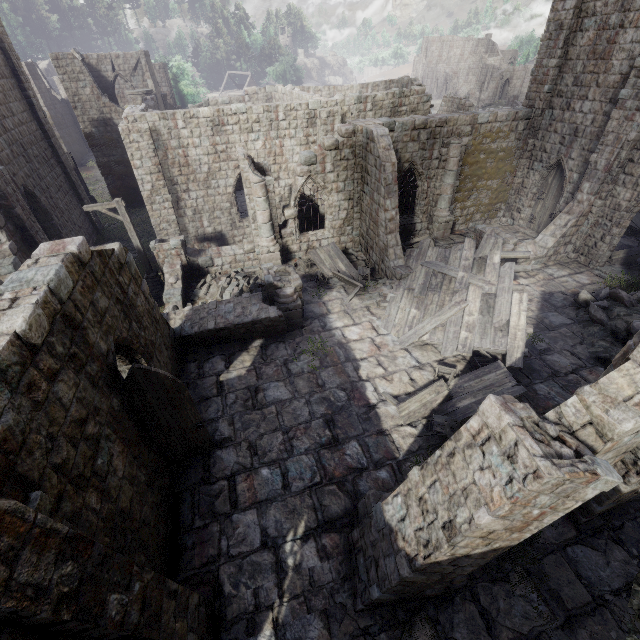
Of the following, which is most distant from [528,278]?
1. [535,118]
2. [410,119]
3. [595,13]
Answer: [595,13]

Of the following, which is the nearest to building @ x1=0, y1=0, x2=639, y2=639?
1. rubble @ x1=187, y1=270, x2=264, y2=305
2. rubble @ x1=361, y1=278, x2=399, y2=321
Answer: rubble @ x1=187, y1=270, x2=264, y2=305

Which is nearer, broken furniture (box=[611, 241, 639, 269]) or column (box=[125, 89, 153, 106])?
broken furniture (box=[611, 241, 639, 269])

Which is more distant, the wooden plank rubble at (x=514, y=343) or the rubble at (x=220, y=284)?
the rubble at (x=220, y=284)

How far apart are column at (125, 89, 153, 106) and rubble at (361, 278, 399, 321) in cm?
2474

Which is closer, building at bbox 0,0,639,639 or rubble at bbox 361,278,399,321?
building at bbox 0,0,639,639

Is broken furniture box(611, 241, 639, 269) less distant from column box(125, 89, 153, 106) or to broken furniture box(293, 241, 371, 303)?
broken furniture box(293, 241, 371, 303)

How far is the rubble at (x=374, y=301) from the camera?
13.5m
